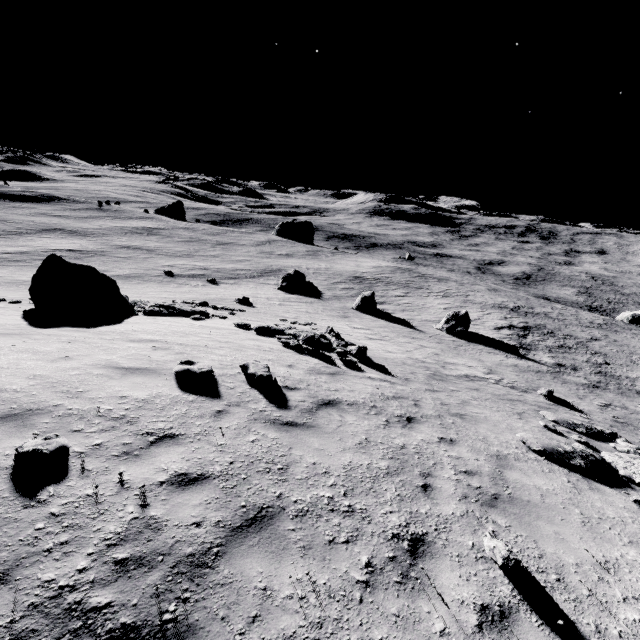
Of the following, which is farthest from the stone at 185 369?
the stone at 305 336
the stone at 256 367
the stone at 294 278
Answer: the stone at 294 278

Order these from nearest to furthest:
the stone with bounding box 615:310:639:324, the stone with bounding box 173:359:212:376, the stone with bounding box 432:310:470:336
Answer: the stone with bounding box 173:359:212:376, the stone with bounding box 432:310:470:336, the stone with bounding box 615:310:639:324

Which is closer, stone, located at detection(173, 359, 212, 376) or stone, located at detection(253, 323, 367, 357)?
stone, located at detection(173, 359, 212, 376)

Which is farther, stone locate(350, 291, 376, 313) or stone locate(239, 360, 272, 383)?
stone locate(350, 291, 376, 313)

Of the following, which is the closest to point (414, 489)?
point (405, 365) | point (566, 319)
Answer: point (405, 365)

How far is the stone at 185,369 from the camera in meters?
7.4

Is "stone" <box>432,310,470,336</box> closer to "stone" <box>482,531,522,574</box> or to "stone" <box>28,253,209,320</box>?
"stone" <box>28,253,209,320</box>

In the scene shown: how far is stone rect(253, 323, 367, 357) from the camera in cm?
1298
